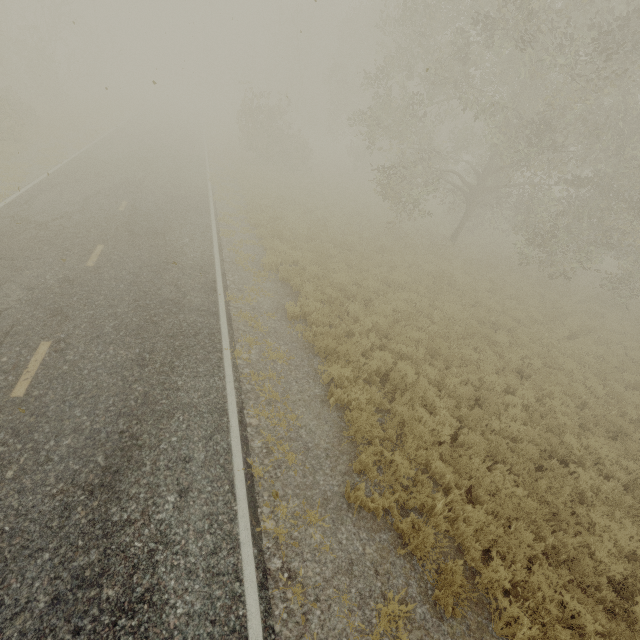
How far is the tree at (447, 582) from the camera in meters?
4.5

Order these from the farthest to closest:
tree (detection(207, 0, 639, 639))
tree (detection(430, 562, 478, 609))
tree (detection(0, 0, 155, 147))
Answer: tree (detection(0, 0, 155, 147)) → tree (detection(207, 0, 639, 639)) → tree (detection(430, 562, 478, 609))

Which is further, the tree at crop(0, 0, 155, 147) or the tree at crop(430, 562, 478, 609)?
the tree at crop(0, 0, 155, 147)

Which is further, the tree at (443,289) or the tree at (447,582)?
the tree at (443,289)

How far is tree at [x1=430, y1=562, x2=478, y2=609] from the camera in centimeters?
454cm

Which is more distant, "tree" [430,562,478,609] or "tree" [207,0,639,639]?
"tree" [207,0,639,639]

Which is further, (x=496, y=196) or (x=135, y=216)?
(x=496, y=196)
